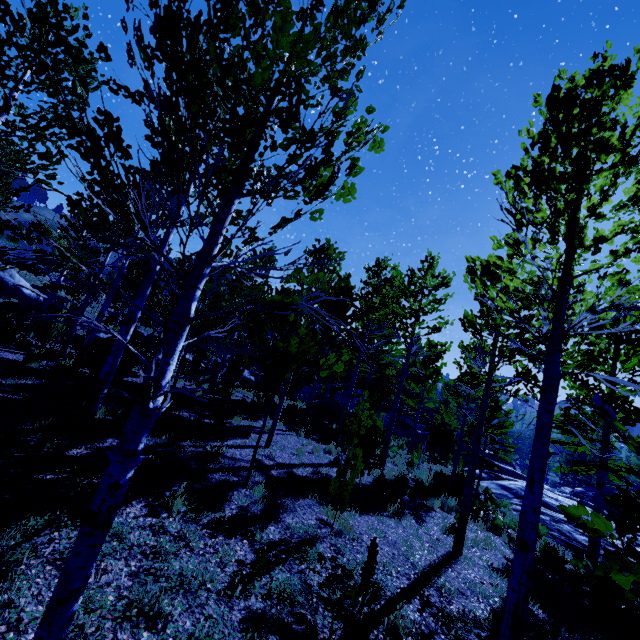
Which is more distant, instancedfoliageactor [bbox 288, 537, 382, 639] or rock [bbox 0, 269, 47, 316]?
rock [bbox 0, 269, 47, 316]

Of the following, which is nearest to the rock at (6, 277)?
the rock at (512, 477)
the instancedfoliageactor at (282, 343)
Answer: the instancedfoliageactor at (282, 343)

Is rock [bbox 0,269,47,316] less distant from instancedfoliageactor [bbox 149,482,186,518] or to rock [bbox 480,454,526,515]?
instancedfoliageactor [bbox 149,482,186,518]

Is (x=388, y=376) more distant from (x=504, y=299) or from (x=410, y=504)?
(x=504, y=299)

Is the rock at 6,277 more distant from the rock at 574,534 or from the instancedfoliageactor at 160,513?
the rock at 574,534

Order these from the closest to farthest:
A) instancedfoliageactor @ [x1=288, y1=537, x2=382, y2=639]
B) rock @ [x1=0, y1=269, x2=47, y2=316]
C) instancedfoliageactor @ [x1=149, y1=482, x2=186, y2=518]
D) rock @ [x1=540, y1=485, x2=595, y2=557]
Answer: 1. instancedfoliageactor @ [x1=288, y1=537, x2=382, y2=639]
2. instancedfoliageactor @ [x1=149, y1=482, x2=186, y2=518]
3. rock @ [x1=540, y1=485, x2=595, y2=557]
4. rock @ [x1=0, y1=269, x2=47, y2=316]

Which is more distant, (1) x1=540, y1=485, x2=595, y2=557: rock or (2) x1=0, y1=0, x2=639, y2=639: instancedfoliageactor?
(1) x1=540, y1=485, x2=595, y2=557: rock
